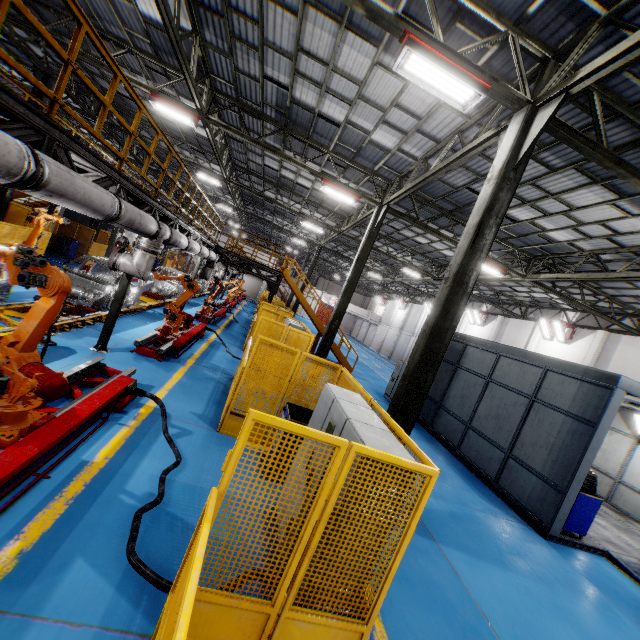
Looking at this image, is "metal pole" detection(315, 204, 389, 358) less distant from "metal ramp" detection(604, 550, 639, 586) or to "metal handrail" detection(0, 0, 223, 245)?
"metal handrail" detection(0, 0, 223, 245)

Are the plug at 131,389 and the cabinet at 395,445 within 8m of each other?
yes

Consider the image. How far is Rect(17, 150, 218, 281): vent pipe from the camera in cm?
371

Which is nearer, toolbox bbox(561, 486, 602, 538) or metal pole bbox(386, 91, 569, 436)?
metal pole bbox(386, 91, 569, 436)

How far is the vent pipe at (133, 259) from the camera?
3.7 meters

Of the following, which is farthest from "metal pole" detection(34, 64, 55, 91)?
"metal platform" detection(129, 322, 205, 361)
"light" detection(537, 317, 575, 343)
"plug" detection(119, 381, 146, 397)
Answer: "light" detection(537, 317, 575, 343)

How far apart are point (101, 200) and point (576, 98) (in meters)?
9.07

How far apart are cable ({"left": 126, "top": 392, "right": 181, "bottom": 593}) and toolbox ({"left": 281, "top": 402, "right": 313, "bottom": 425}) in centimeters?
154cm
